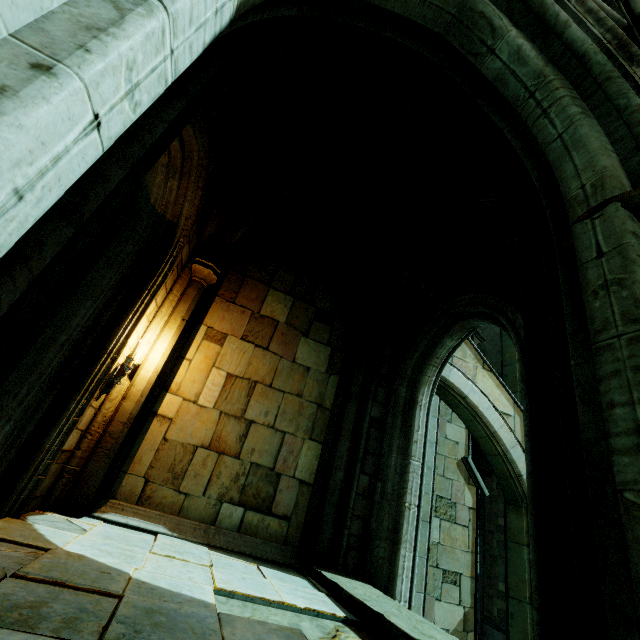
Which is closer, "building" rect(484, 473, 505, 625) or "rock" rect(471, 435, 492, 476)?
"building" rect(484, 473, 505, 625)

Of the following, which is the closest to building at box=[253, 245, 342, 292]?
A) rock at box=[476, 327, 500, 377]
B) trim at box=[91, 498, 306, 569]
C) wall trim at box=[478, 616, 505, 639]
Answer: trim at box=[91, 498, 306, 569]

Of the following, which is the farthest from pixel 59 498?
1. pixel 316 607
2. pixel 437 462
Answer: pixel 437 462

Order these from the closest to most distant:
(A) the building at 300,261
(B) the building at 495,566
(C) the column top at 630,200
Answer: (C) the column top at 630,200, (A) the building at 300,261, (B) the building at 495,566

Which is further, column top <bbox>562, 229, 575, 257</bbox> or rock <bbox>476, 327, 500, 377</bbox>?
rock <bbox>476, 327, 500, 377</bbox>

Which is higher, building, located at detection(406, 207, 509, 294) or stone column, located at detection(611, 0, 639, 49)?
building, located at detection(406, 207, 509, 294)

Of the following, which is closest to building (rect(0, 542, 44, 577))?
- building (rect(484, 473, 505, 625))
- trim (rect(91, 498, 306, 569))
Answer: trim (rect(91, 498, 306, 569))

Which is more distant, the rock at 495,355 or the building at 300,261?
the rock at 495,355
